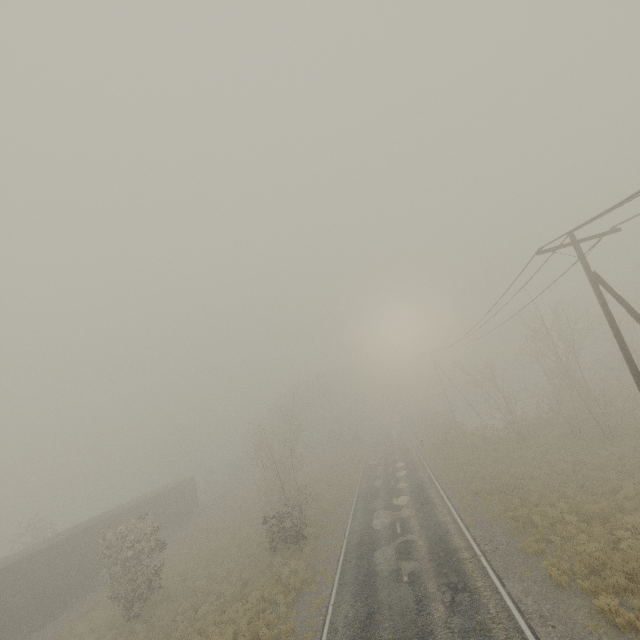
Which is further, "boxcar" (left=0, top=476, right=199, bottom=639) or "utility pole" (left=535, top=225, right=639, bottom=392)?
"boxcar" (left=0, top=476, right=199, bottom=639)

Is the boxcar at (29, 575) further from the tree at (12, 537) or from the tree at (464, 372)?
the tree at (464, 372)

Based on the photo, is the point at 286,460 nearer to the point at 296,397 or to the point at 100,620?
the point at 100,620

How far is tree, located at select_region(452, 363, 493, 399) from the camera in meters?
33.0

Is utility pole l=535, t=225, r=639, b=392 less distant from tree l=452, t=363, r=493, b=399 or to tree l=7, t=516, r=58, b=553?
tree l=452, t=363, r=493, b=399

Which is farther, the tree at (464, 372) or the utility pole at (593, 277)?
the tree at (464, 372)

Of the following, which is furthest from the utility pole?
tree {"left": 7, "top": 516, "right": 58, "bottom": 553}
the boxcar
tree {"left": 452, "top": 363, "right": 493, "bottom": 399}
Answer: tree {"left": 7, "top": 516, "right": 58, "bottom": 553}
